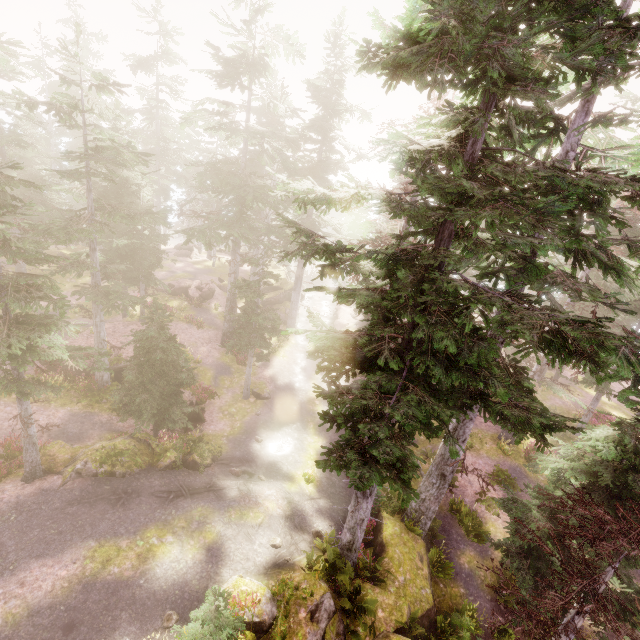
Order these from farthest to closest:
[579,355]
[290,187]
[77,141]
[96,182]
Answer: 1. [77,141]
2. [96,182]
3. [290,187]
4. [579,355]

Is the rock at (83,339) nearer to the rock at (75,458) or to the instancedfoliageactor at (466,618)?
the instancedfoliageactor at (466,618)

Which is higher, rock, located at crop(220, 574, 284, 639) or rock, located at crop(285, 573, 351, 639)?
rock, located at crop(220, 574, 284, 639)

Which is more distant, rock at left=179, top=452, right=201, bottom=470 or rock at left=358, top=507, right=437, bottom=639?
rock at left=179, top=452, right=201, bottom=470

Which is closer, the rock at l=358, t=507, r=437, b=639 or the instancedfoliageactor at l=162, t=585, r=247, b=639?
the instancedfoliageactor at l=162, t=585, r=247, b=639

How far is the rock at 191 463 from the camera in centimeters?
1536cm

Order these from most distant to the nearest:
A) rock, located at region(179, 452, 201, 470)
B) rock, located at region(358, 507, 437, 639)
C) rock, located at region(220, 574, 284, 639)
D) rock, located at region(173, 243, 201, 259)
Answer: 1. rock, located at region(173, 243, 201, 259)
2. rock, located at region(179, 452, 201, 470)
3. rock, located at region(358, 507, 437, 639)
4. rock, located at region(220, 574, 284, 639)

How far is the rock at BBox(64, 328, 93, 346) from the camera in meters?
21.7
